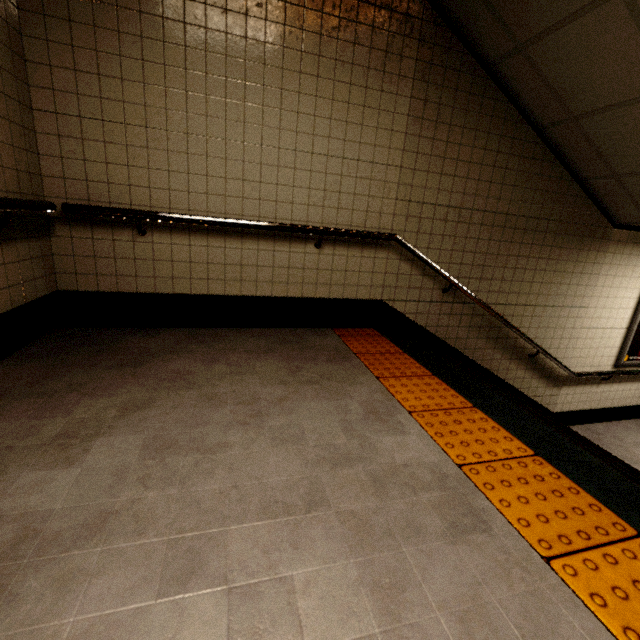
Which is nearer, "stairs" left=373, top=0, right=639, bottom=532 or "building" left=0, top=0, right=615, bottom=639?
"building" left=0, top=0, right=615, bottom=639

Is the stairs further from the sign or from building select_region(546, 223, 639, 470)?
the sign

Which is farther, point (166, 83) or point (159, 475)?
point (166, 83)

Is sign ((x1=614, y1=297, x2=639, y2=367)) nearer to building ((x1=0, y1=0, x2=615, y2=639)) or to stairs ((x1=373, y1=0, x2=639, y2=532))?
stairs ((x1=373, y1=0, x2=639, y2=532))

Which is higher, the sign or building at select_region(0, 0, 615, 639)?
building at select_region(0, 0, 615, 639)

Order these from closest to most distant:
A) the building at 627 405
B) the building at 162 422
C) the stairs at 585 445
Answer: the building at 162 422 → the stairs at 585 445 → the building at 627 405

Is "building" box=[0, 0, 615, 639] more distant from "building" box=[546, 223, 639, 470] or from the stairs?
"building" box=[546, 223, 639, 470]

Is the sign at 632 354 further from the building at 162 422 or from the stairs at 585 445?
the building at 162 422
